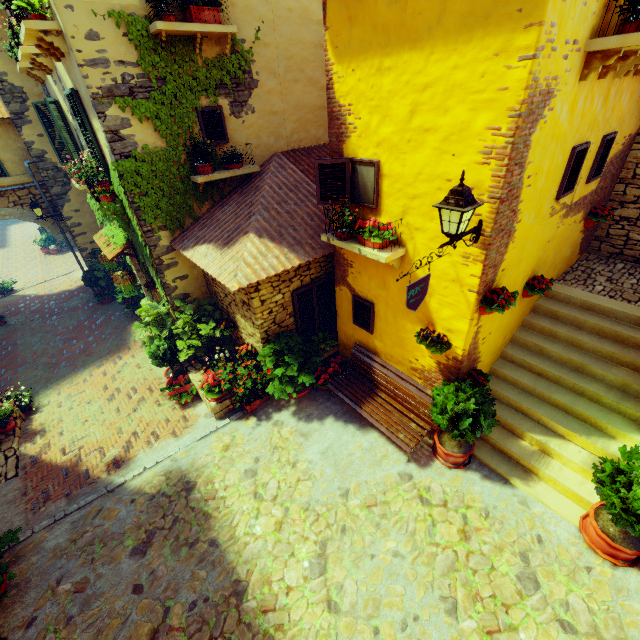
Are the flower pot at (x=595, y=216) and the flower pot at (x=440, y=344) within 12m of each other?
yes

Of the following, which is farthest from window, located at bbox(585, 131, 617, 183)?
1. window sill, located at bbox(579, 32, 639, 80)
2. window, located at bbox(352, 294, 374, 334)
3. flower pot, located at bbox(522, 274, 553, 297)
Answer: window, located at bbox(352, 294, 374, 334)

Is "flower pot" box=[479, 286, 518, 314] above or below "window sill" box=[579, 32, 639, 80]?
below

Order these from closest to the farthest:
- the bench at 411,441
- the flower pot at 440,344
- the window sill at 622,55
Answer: the window sill at 622,55 < the flower pot at 440,344 < the bench at 411,441

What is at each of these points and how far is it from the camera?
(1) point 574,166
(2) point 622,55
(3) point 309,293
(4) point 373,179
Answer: (1) window, 4.6m
(2) window sill, 3.8m
(3) window, 7.1m
(4) window, 4.9m

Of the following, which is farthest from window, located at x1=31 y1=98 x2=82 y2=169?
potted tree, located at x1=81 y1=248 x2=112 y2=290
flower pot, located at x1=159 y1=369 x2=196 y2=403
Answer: flower pot, located at x1=159 y1=369 x2=196 y2=403

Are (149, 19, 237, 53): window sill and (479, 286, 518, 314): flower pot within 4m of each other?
no

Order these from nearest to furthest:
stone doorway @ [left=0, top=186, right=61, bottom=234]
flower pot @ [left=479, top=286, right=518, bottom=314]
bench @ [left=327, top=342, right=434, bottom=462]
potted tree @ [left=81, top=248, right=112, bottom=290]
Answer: flower pot @ [left=479, top=286, right=518, bottom=314], bench @ [left=327, top=342, right=434, bottom=462], stone doorway @ [left=0, top=186, right=61, bottom=234], potted tree @ [left=81, top=248, right=112, bottom=290]
